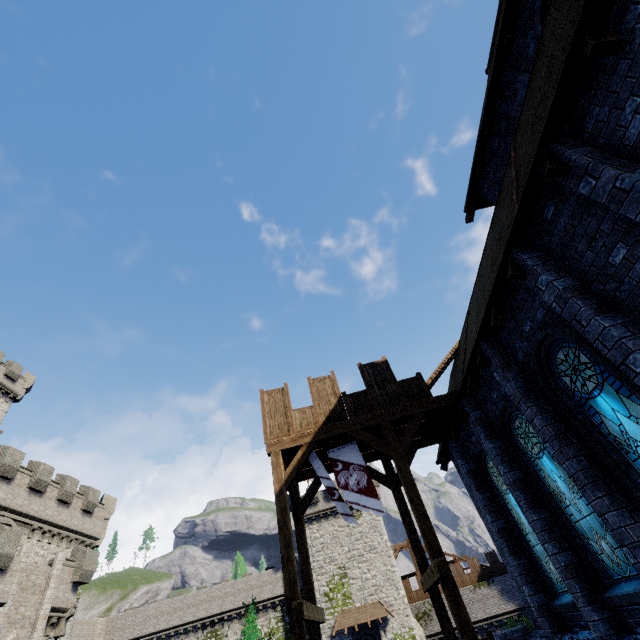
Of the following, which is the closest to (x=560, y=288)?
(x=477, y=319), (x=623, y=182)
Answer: (x=623, y=182)

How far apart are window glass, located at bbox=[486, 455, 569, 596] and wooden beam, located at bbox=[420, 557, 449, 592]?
3.1m

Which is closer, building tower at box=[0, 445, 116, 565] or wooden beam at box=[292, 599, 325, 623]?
wooden beam at box=[292, 599, 325, 623]

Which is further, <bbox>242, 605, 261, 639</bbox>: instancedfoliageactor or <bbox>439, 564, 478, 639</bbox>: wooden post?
<bbox>242, 605, 261, 639</bbox>: instancedfoliageactor

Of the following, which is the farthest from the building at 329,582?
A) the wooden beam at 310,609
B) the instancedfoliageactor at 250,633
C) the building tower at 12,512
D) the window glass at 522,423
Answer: the window glass at 522,423

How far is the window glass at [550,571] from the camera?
8.84m

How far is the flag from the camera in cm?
957

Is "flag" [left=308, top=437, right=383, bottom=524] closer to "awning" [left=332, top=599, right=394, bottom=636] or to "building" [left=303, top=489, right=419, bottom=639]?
"awning" [left=332, top=599, right=394, bottom=636]
